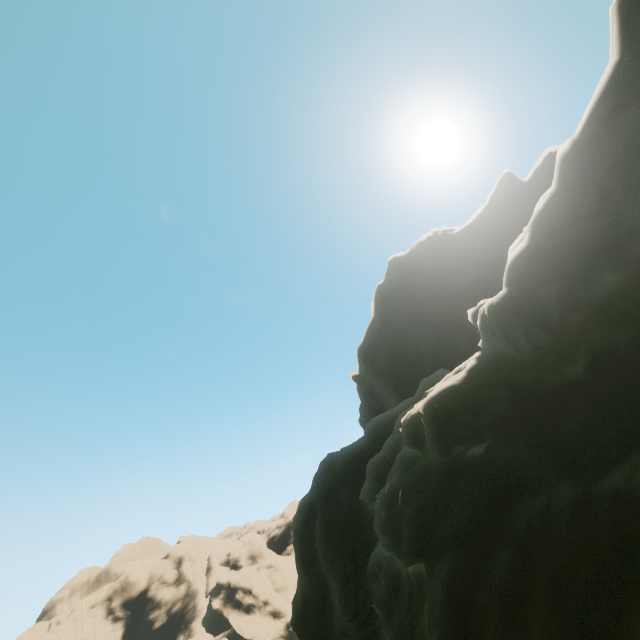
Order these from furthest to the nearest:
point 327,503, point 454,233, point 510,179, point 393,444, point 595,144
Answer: point 454,233, point 510,179, point 327,503, point 393,444, point 595,144
